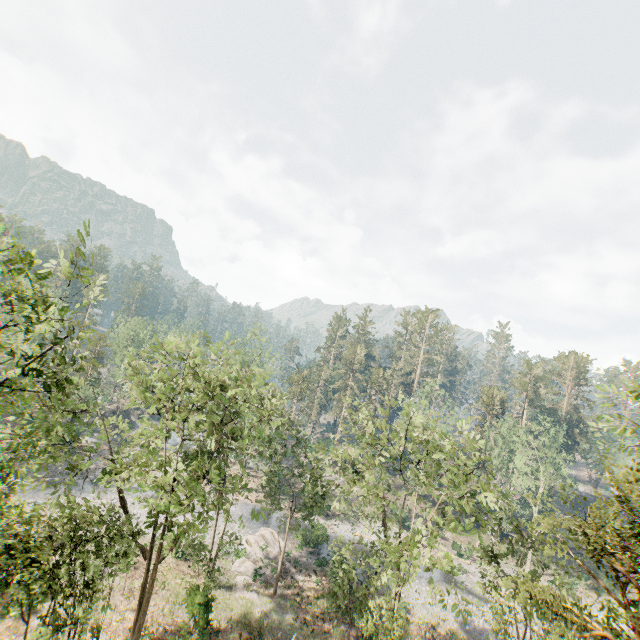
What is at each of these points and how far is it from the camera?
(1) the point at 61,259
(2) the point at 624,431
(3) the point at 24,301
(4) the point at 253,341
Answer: (1) foliage, 8.9m
(2) foliage, 11.5m
(3) foliage, 8.5m
(4) foliage, 46.2m

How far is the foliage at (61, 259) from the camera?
7.77m

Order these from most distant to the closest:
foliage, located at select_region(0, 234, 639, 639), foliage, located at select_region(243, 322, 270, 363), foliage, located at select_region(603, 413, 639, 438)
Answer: foliage, located at select_region(243, 322, 270, 363) < foliage, located at select_region(603, 413, 639, 438) < foliage, located at select_region(0, 234, 639, 639)

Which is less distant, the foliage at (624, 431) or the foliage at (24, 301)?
the foliage at (24, 301)

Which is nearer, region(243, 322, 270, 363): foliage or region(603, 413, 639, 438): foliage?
region(603, 413, 639, 438): foliage

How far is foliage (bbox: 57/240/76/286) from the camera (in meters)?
7.77
